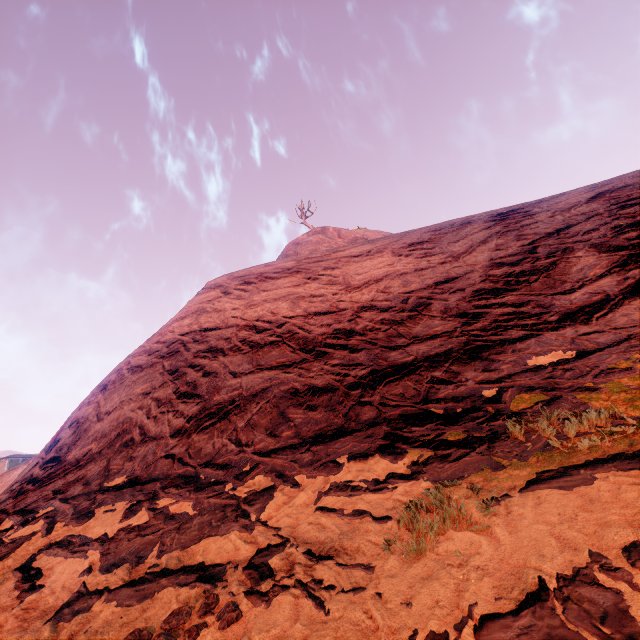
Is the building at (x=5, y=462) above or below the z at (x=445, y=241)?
above

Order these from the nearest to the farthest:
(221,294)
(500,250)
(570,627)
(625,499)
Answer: (570,627), (625,499), (500,250), (221,294)

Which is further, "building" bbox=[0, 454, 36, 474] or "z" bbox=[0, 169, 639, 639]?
"building" bbox=[0, 454, 36, 474]

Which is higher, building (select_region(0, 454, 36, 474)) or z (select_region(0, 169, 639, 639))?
building (select_region(0, 454, 36, 474))

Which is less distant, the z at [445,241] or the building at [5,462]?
the z at [445,241]
